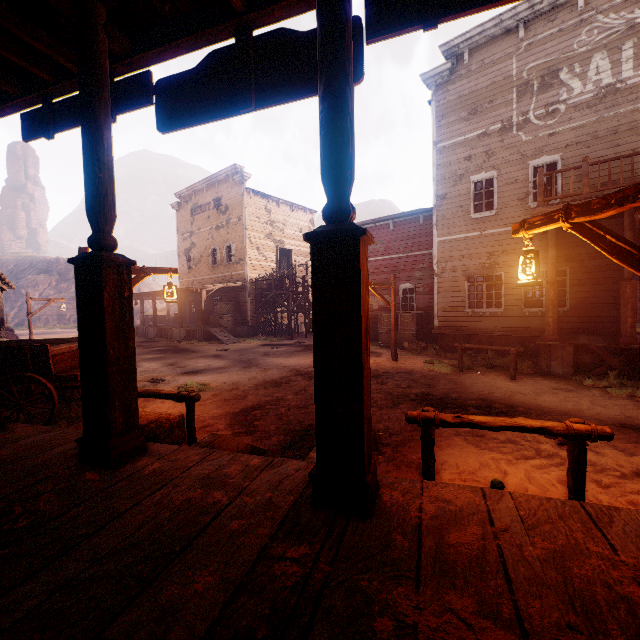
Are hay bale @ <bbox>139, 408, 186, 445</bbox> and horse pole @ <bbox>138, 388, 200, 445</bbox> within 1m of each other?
yes

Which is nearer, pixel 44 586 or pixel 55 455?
pixel 44 586

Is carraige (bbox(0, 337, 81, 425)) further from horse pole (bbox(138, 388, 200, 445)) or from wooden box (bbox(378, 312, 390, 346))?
wooden box (bbox(378, 312, 390, 346))

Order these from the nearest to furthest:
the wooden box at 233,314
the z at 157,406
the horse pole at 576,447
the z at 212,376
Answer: the horse pole at 576,447 < the z at 212,376 < the z at 157,406 < the wooden box at 233,314

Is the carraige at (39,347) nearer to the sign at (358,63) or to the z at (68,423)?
the z at (68,423)

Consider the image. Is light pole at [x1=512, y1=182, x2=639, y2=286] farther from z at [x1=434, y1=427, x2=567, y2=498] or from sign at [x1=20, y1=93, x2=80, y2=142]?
sign at [x1=20, y1=93, x2=80, y2=142]

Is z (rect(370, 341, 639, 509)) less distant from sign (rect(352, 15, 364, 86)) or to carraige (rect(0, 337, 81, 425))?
carraige (rect(0, 337, 81, 425))

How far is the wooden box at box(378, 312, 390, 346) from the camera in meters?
16.6 m
